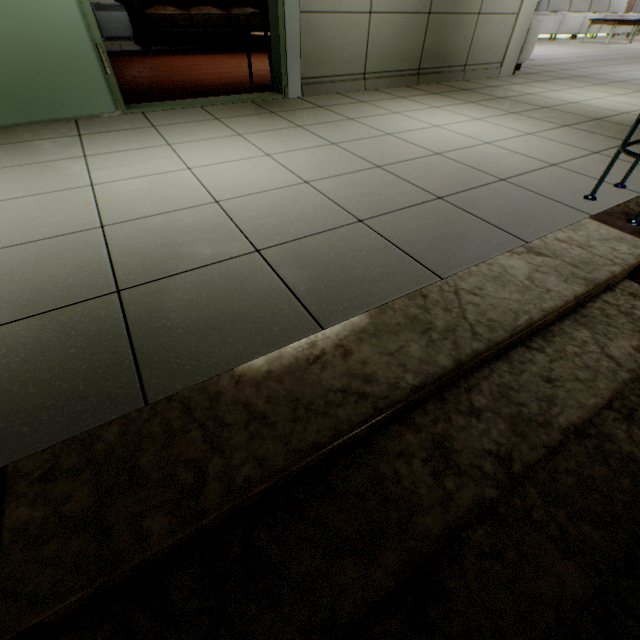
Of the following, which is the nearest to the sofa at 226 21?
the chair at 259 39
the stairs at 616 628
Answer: the chair at 259 39

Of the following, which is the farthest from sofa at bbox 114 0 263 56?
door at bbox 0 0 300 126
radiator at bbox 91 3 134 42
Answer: door at bbox 0 0 300 126

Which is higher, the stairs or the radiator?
the radiator

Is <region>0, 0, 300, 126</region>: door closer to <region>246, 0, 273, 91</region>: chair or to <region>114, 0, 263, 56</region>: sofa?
<region>246, 0, 273, 91</region>: chair

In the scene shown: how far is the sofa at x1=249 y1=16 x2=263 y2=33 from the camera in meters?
5.8 m

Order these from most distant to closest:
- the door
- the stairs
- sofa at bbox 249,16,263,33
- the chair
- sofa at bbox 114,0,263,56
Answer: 1. sofa at bbox 249,16,263,33
2. sofa at bbox 114,0,263,56
3. the chair
4. the door
5. the stairs

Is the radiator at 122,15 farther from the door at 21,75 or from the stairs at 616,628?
the stairs at 616,628

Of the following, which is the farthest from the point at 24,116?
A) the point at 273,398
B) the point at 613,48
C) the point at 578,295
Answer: the point at 613,48
